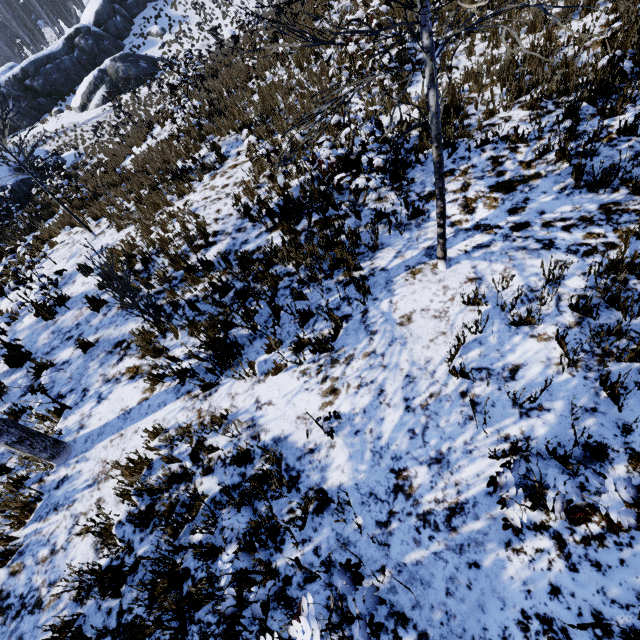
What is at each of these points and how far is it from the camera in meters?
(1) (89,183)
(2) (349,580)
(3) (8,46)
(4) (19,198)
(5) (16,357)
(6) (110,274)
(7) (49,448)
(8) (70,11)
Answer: (1) instancedfoliageactor, 12.2
(2) instancedfoliageactor, 2.0
(3) instancedfoliageactor, 36.0
(4) rock, 18.3
(5) instancedfoliageactor, 6.5
(6) instancedfoliageactor, 5.0
(7) instancedfoliageactor, 4.6
(8) instancedfoliageactor, 40.8

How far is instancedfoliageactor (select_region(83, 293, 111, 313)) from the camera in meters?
6.7

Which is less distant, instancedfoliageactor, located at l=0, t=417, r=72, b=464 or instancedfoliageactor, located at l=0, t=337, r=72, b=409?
instancedfoliageactor, located at l=0, t=417, r=72, b=464

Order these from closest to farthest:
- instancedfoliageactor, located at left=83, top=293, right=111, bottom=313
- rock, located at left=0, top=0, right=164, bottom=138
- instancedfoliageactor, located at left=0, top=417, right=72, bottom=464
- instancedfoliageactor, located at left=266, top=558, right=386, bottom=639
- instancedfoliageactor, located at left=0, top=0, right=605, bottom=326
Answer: instancedfoliageactor, located at left=266, top=558, right=386, bottom=639 → instancedfoliageactor, located at left=0, top=0, right=605, bottom=326 → instancedfoliageactor, located at left=0, top=417, right=72, bottom=464 → instancedfoliageactor, located at left=83, top=293, right=111, bottom=313 → rock, located at left=0, top=0, right=164, bottom=138

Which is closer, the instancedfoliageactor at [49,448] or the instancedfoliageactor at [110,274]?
the instancedfoliageactor at [49,448]

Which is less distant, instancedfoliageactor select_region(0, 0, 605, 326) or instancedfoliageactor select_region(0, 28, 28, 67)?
instancedfoliageactor select_region(0, 0, 605, 326)

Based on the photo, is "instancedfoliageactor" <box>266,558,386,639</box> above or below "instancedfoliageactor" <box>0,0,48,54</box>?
below
